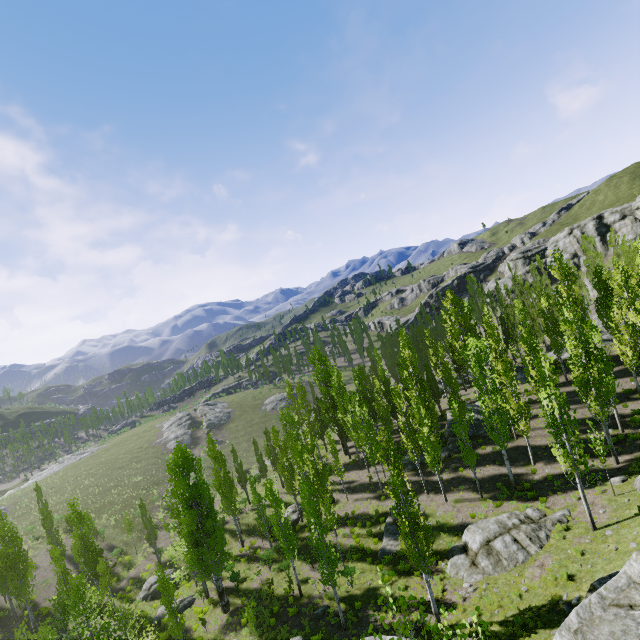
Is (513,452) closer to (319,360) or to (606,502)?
(606,502)

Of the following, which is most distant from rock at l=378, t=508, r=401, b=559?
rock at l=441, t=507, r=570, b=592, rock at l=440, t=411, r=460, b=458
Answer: rock at l=441, t=507, r=570, b=592

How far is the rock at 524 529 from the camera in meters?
18.7

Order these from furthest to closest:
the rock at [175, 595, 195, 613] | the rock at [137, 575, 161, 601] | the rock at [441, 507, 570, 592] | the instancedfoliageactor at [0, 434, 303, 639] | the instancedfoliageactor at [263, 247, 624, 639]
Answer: the rock at [137, 575, 161, 601] < the rock at [175, 595, 195, 613] < the instancedfoliageactor at [0, 434, 303, 639] < the rock at [441, 507, 570, 592] < the instancedfoliageactor at [263, 247, 624, 639]

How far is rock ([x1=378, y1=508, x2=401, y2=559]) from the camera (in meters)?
25.19

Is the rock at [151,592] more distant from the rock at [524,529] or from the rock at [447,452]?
the rock at [447,452]

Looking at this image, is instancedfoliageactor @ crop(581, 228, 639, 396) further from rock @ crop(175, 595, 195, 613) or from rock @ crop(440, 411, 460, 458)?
rock @ crop(175, 595, 195, 613)

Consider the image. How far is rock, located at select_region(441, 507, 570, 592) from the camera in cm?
1870
